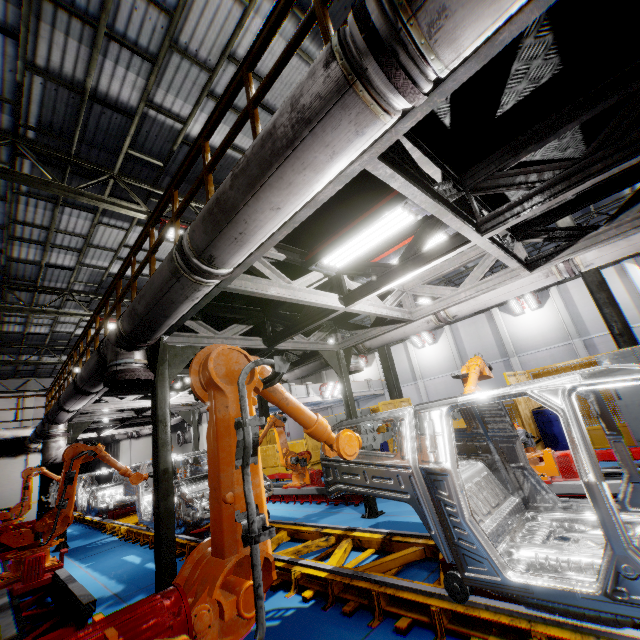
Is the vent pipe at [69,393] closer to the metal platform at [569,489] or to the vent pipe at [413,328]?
the vent pipe at [413,328]

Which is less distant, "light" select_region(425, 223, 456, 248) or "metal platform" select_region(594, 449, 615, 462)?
"light" select_region(425, 223, 456, 248)

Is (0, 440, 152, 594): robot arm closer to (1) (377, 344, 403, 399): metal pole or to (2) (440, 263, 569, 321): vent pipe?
(2) (440, 263, 569, 321): vent pipe

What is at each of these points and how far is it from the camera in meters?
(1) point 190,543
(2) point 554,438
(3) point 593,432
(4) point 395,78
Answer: (1) platform, 6.1 m
(2) toolbox, 8.0 m
(3) metal panel, 8.3 m
(4) vent pipe clamp, 1.4 m

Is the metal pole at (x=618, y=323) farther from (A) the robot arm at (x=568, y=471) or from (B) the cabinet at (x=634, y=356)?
(A) the robot arm at (x=568, y=471)

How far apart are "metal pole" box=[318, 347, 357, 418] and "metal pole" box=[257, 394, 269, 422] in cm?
1106

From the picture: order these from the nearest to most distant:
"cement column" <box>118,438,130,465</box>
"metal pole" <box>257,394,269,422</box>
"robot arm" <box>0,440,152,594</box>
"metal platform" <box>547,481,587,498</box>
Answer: "metal platform" <box>547,481,587,498</box> → "robot arm" <box>0,440,152,594</box> → "metal pole" <box>257,394,269,422</box> → "cement column" <box>118,438,130,465</box>

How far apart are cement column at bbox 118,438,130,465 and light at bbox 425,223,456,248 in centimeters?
1962cm
